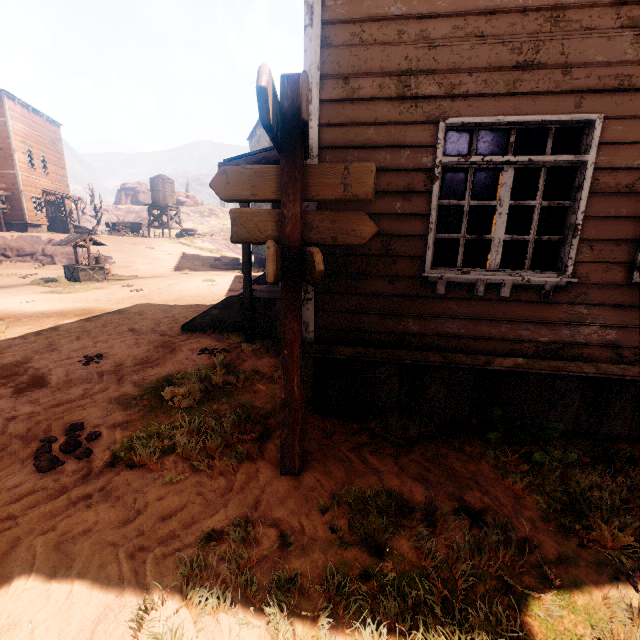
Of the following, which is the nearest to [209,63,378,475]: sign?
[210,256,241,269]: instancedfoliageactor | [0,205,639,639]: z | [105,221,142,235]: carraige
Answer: [0,205,639,639]: z

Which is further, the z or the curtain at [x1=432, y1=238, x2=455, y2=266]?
the curtain at [x1=432, y1=238, x2=455, y2=266]

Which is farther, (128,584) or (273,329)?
(273,329)

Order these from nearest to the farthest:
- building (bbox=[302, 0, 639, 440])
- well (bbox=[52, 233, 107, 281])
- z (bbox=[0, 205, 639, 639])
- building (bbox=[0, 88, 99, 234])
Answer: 1. z (bbox=[0, 205, 639, 639])
2. building (bbox=[302, 0, 639, 440])
3. well (bbox=[52, 233, 107, 281])
4. building (bbox=[0, 88, 99, 234])

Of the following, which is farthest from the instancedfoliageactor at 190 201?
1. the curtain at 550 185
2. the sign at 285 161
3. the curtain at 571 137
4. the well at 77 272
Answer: the curtain at 550 185

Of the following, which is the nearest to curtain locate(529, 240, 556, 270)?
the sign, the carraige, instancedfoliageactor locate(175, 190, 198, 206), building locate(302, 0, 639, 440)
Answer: building locate(302, 0, 639, 440)

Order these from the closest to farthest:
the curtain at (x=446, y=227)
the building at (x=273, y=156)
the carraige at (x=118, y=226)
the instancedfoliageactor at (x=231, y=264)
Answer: the curtain at (x=446, y=227) < the building at (x=273, y=156) < the instancedfoliageactor at (x=231, y=264) < the carraige at (x=118, y=226)

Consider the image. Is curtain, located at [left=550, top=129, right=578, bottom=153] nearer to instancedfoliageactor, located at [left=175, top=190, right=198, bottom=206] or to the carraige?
the carraige
